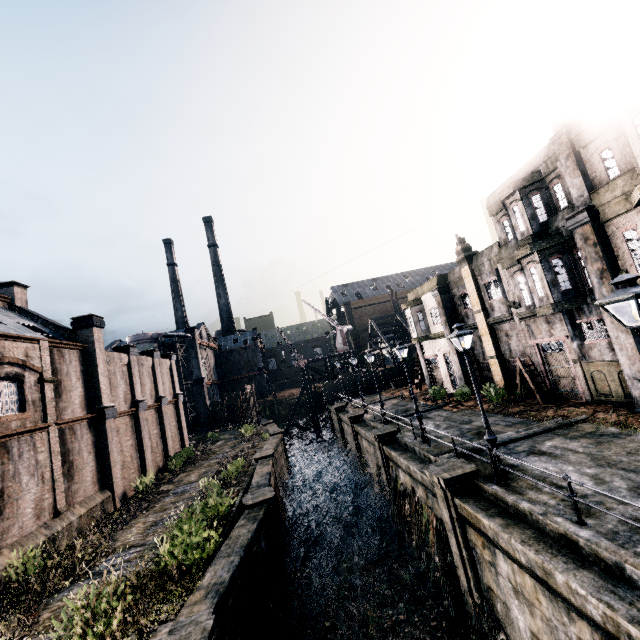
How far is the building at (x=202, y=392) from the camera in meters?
53.0 m

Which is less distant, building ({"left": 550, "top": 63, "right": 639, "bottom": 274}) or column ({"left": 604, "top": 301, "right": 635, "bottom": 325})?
building ({"left": 550, "top": 63, "right": 639, "bottom": 274})

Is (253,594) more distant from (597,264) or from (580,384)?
(597,264)

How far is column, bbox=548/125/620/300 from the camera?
14.7 meters

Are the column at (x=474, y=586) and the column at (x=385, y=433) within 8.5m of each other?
yes

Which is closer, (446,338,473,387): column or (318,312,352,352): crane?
(446,338,473,387): column

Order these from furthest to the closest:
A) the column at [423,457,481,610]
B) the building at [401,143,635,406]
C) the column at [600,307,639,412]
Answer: the building at [401,143,635,406] → the column at [600,307,639,412] → the column at [423,457,481,610]

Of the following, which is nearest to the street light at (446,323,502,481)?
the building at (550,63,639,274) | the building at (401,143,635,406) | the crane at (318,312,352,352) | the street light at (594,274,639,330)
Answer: the street light at (594,274,639,330)
